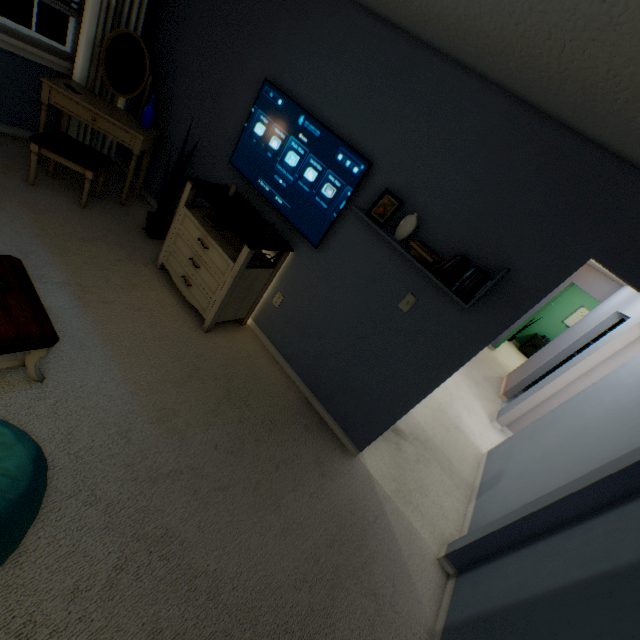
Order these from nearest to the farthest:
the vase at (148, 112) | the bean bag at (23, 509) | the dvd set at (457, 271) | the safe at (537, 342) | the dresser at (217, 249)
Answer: the bean bag at (23, 509) < the dvd set at (457, 271) < the dresser at (217, 249) < the vase at (148, 112) < the safe at (537, 342)

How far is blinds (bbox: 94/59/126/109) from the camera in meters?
3.2

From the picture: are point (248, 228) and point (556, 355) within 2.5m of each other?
no

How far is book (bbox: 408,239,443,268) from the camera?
1.96m

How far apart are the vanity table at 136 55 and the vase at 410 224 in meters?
2.6 m

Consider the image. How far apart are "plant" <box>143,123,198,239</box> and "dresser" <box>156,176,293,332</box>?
0.4m

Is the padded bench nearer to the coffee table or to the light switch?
the coffee table

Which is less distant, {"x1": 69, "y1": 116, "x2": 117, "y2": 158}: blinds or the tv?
the tv
